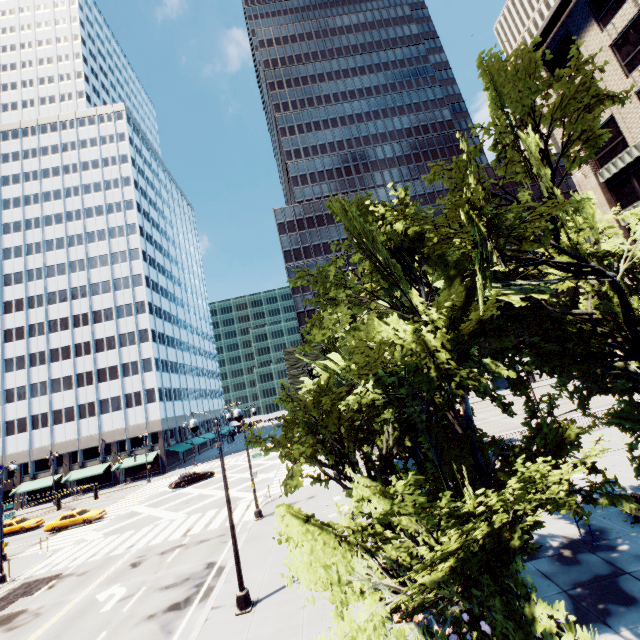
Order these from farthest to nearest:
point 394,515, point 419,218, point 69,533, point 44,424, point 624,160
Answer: point 44,424
point 69,533
point 624,160
point 419,218
point 394,515

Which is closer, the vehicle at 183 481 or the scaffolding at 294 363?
the vehicle at 183 481

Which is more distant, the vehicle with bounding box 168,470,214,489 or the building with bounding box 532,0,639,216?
the vehicle with bounding box 168,470,214,489

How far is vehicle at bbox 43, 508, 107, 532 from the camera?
31.20m

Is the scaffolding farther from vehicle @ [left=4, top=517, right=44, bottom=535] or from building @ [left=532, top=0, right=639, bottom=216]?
building @ [left=532, top=0, right=639, bottom=216]

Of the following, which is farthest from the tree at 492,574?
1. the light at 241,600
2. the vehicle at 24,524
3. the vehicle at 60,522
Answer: the vehicle at 24,524

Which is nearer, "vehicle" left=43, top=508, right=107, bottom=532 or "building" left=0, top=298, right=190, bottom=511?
"vehicle" left=43, top=508, right=107, bottom=532

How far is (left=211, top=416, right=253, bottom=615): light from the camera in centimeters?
1190cm
